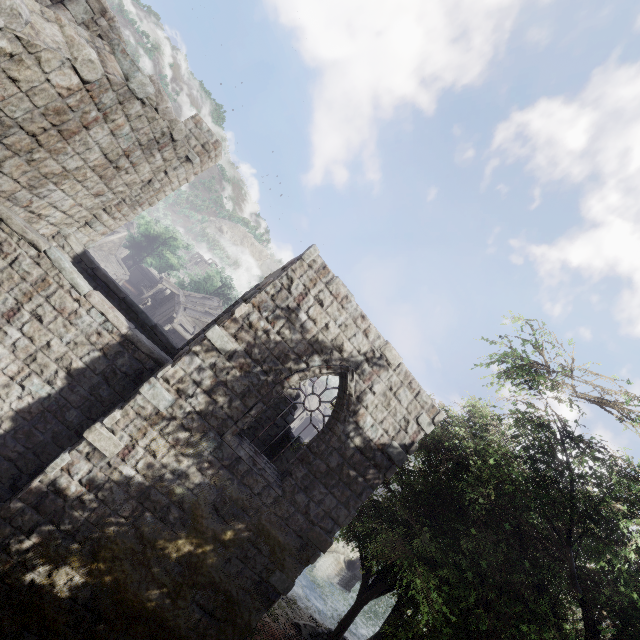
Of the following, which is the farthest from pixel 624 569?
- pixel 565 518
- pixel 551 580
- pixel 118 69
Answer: pixel 118 69

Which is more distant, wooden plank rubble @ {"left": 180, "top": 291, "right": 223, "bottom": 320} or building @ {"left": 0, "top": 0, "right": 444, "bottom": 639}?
wooden plank rubble @ {"left": 180, "top": 291, "right": 223, "bottom": 320}

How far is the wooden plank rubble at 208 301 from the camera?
33.4 meters

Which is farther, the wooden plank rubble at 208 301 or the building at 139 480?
the wooden plank rubble at 208 301

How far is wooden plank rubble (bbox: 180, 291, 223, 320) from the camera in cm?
3344
